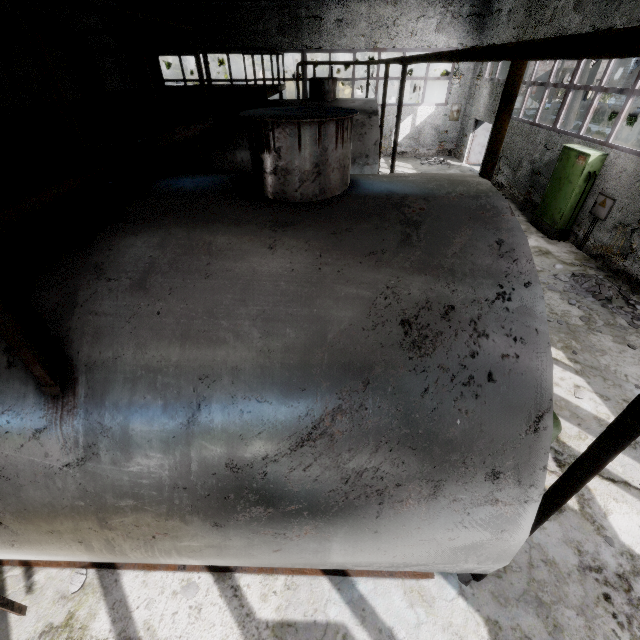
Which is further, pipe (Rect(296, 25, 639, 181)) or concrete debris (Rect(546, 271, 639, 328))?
concrete debris (Rect(546, 271, 639, 328))

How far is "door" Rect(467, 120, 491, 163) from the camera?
16.9 meters

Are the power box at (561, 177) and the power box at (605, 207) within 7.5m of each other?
yes

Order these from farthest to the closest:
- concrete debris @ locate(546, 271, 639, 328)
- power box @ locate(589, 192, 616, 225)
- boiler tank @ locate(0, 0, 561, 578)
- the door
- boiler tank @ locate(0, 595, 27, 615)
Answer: the door → power box @ locate(589, 192, 616, 225) → concrete debris @ locate(546, 271, 639, 328) → boiler tank @ locate(0, 595, 27, 615) → boiler tank @ locate(0, 0, 561, 578)

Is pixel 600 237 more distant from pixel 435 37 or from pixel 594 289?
pixel 435 37

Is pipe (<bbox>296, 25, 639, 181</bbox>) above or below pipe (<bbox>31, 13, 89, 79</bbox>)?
below

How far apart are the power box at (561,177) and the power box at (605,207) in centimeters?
25cm

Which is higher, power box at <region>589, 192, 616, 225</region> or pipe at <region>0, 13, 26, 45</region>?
pipe at <region>0, 13, 26, 45</region>
